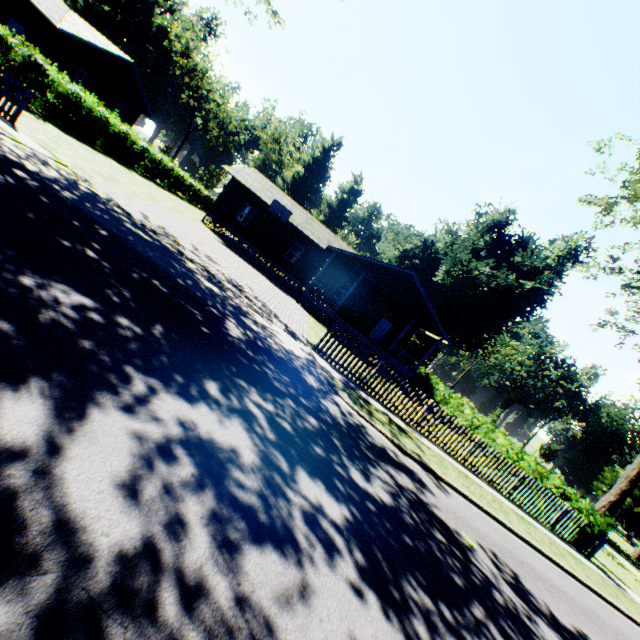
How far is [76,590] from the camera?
1.8m

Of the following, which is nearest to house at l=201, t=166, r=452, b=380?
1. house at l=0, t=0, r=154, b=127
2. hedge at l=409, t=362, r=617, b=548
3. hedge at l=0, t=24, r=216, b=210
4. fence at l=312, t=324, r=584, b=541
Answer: hedge at l=409, t=362, r=617, b=548

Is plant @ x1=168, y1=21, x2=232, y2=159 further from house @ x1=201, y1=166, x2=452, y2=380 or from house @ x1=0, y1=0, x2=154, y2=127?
house @ x1=0, y1=0, x2=154, y2=127

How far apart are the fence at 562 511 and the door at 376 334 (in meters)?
16.10

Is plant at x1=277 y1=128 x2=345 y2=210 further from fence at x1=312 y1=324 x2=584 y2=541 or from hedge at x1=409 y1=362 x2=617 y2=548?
hedge at x1=409 y1=362 x2=617 y2=548

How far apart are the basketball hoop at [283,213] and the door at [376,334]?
11.4m

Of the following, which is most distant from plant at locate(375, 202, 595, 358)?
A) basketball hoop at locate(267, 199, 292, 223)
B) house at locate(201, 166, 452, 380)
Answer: Answer: basketball hoop at locate(267, 199, 292, 223)

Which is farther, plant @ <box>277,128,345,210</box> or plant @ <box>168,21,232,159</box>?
plant @ <box>277,128,345,210</box>
